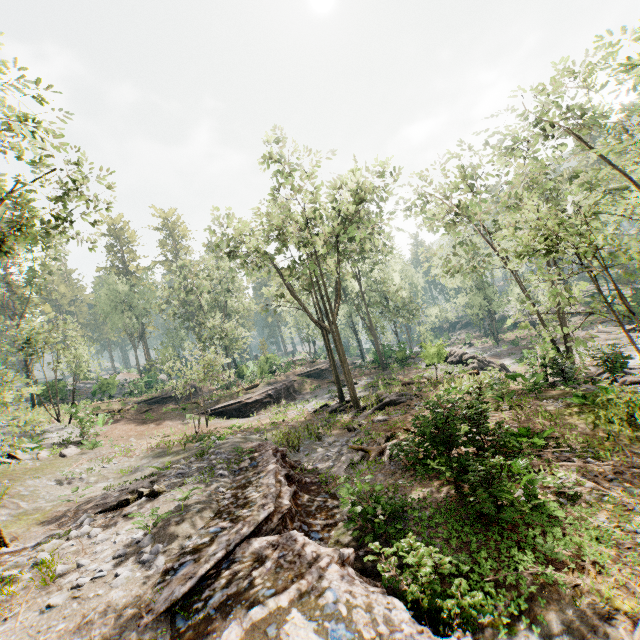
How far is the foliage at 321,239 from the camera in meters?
20.8 m

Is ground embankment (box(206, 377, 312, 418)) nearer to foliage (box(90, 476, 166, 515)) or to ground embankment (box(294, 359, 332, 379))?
ground embankment (box(294, 359, 332, 379))

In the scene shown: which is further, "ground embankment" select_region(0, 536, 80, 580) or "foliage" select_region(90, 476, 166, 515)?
"foliage" select_region(90, 476, 166, 515)

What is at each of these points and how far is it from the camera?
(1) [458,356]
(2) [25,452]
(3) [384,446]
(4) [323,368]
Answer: (1) rock, 31.58m
(2) foliage, 18.86m
(3) foliage, 14.45m
(4) ground embankment, 43.38m

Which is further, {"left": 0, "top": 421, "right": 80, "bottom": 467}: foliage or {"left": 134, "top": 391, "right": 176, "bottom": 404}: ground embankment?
{"left": 134, "top": 391, "right": 176, "bottom": 404}: ground embankment

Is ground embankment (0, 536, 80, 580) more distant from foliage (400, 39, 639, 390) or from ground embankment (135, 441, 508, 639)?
ground embankment (135, 441, 508, 639)

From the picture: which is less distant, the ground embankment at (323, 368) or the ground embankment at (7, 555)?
the ground embankment at (7, 555)

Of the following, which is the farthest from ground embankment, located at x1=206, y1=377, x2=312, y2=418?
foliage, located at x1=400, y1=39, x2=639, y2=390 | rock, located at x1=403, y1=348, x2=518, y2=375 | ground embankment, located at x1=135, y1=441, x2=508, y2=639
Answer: foliage, located at x1=400, y1=39, x2=639, y2=390
